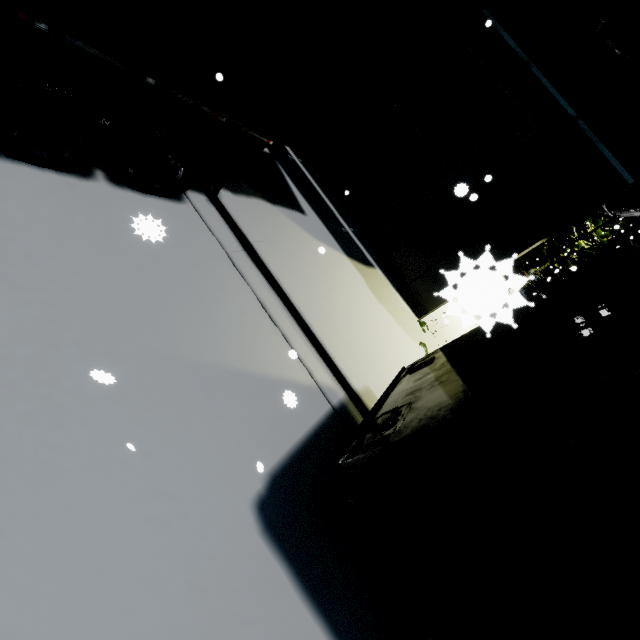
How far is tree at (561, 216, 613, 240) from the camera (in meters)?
25.23

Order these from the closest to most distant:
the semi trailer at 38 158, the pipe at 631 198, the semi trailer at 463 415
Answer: the semi trailer at 463 415
the semi trailer at 38 158
the pipe at 631 198

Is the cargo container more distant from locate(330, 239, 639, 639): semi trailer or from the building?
the building

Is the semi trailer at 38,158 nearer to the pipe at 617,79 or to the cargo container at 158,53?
the cargo container at 158,53

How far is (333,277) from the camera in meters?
6.8 m

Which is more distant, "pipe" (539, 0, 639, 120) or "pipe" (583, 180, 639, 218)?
"pipe" (583, 180, 639, 218)

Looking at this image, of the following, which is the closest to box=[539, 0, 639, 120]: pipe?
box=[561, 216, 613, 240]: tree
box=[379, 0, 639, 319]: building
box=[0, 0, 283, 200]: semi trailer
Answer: box=[379, 0, 639, 319]: building
